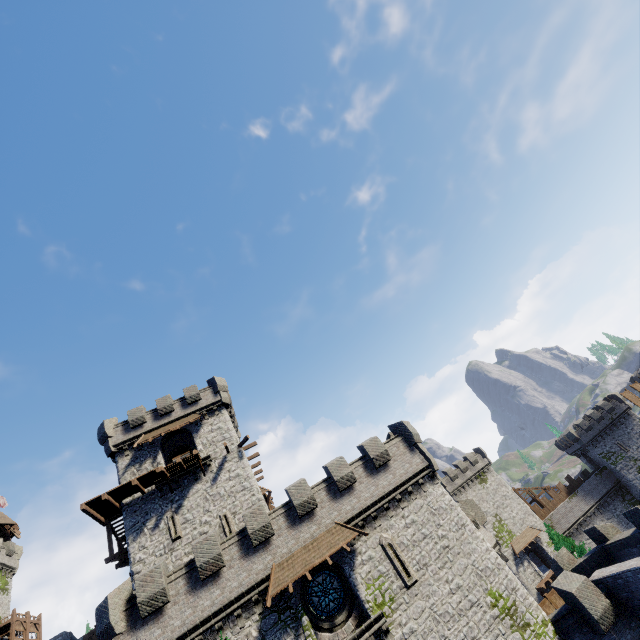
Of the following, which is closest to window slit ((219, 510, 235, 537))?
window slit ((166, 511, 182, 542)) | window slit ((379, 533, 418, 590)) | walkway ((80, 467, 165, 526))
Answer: window slit ((166, 511, 182, 542))

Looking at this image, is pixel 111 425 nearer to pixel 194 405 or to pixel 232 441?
pixel 194 405

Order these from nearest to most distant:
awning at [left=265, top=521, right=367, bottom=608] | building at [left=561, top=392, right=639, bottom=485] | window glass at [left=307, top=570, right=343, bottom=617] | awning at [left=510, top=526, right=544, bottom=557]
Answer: awning at [left=265, top=521, right=367, bottom=608]
window glass at [left=307, top=570, right=343, bottom=617]
awning at [left=510, top=526, right=544, bottom=557]
building at [left=561, top=392, right=639, bottom=485]

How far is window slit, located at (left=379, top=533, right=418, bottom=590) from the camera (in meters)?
18.05

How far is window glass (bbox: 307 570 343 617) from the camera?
17.7m

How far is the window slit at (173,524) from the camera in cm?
2364

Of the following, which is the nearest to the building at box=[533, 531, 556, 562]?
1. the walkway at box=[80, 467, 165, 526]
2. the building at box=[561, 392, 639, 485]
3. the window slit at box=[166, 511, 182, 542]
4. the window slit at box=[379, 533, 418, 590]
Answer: the building at box=[561, 392, 639, 485]

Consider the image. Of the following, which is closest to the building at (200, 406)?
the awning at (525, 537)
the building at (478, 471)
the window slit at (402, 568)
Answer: the window slit at (402, 568)
